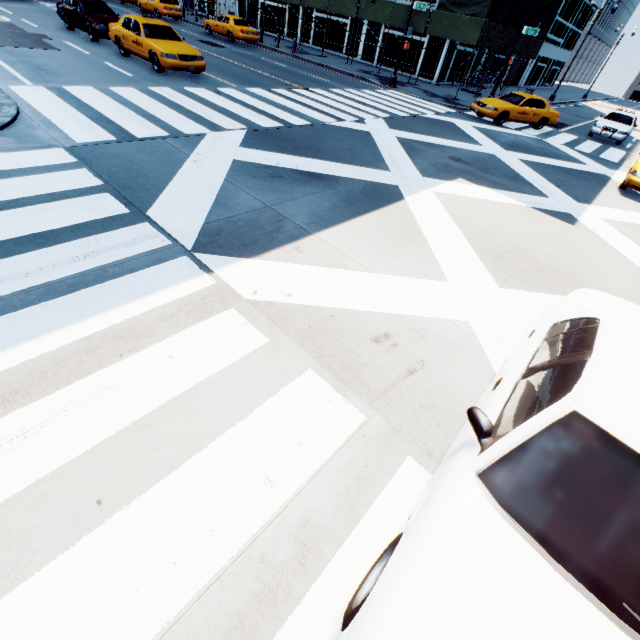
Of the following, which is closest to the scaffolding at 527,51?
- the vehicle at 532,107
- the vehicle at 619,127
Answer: the vehicle at 532,107

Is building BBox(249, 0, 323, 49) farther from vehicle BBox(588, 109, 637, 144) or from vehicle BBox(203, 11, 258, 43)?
vehicle BBox(588, 109, 637, 144)

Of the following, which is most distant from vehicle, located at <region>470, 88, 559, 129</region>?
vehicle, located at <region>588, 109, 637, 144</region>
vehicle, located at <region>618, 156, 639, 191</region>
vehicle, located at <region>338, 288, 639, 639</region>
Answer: vehicle, located at <region>338, 288, 639, 639</region>

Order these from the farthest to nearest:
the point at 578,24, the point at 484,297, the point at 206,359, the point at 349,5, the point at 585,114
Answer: the point at 578,24 → the point at 585,114 → the point at 349,5 → the point at 484,297 → the point at 206,359

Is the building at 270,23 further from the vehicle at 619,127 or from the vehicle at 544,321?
the vehicle at 544,321

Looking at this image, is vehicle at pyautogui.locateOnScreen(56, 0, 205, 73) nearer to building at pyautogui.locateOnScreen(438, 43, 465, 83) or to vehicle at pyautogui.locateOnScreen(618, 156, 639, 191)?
building at pyautogui.locateOnScreen(438, 43, 465, 83)

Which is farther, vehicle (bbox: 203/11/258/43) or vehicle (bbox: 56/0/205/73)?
vehicle (bbox: 203/11/258/43)

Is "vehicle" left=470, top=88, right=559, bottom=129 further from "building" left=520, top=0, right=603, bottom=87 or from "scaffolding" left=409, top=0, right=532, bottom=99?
"building" left=520, top=0, right=603, bottom=87
